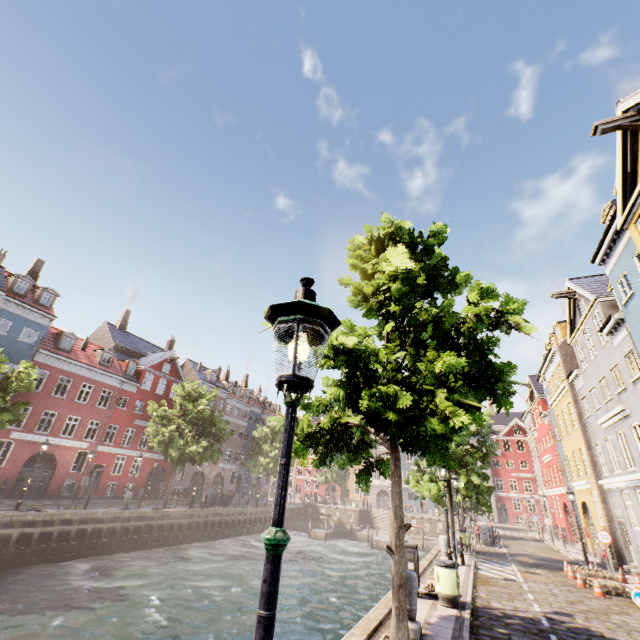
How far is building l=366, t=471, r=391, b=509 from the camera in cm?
5722

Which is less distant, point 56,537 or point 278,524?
point 278,524

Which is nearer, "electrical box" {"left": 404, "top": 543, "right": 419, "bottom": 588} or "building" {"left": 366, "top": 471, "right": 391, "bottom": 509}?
"electrical box" {"left": 404, "top": 543, "right": 419, "bottom": 588}

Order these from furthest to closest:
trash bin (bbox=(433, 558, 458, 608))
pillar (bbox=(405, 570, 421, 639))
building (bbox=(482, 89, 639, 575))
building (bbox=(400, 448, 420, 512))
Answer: building (bbox=(400, 448, 420, 512))
building (bbox=(482, 89, 639, 575))
trash bin (bbox=(433, 558, 458, 608))
pillar (bbox=(405, 570, 421, 639))

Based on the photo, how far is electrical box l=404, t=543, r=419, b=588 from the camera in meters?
9.6

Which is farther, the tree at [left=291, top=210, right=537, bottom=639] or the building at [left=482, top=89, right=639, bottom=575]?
the building at [left=482, top=89, right=639, bottom=575]

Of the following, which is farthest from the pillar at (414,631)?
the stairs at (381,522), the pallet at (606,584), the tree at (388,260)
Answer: the stairs at (381,522)

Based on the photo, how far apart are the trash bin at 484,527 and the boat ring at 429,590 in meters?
16.8
